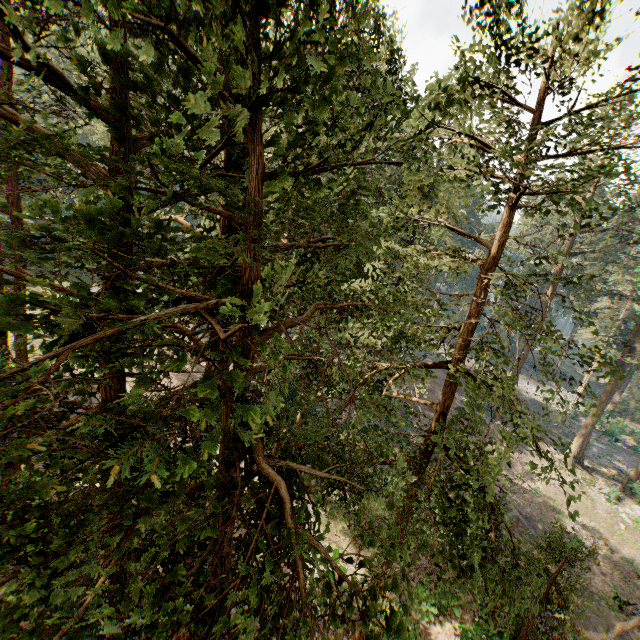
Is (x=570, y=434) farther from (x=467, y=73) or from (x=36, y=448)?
(x=36, y=448)

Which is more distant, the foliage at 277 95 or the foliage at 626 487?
the foliage at 626 487

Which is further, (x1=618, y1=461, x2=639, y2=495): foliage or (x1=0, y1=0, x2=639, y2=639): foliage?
(x1=618, y1=461, x2=639, y2=495): foliage

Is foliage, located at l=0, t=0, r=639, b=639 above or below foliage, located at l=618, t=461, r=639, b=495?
above

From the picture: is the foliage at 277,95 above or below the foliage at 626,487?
above
